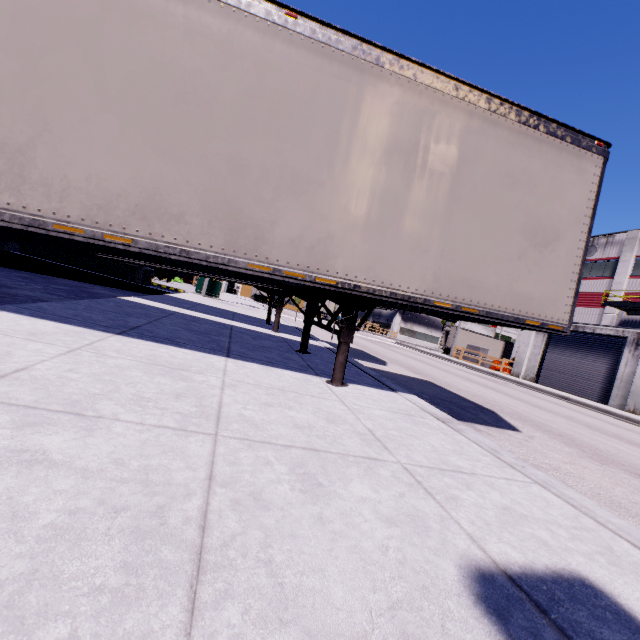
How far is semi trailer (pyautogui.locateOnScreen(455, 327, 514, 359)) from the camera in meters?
40.2 m

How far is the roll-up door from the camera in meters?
20.1

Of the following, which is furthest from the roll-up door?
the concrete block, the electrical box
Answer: the electrical box

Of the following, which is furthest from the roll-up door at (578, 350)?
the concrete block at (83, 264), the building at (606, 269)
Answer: the concrete block at (83, 264)

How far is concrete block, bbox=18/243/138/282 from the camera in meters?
16.2

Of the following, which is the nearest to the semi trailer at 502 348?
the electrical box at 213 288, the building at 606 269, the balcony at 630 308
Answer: the building at 606 269

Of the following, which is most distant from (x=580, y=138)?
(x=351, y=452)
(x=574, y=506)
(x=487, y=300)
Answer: (x=351, y=452)

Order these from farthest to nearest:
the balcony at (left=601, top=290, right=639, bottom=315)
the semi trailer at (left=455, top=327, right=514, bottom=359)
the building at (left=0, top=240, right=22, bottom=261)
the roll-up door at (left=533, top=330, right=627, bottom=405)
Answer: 1. the semi trailer at (left=455, top=327, right=514, bottom=359)
2. the balcony at (left=601, top=290, right=639, bottom=315)
3. the roll-up door at (left=533, top=330, right=627, bottom=405)
4. the building at (left=0, top=240, right=22, bottom=261)
